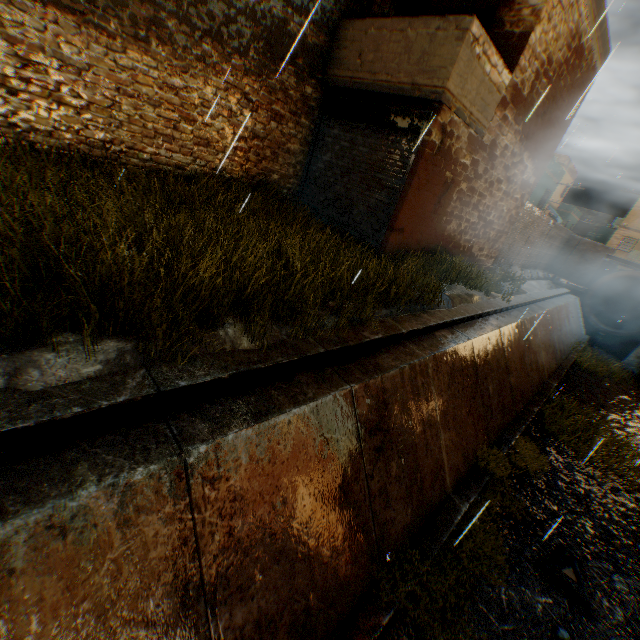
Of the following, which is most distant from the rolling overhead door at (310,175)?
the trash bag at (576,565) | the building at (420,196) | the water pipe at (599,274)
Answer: the trash bag at (576,565)

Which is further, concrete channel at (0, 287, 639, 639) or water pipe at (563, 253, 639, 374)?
water pipe at (563, 253, 639, 374)

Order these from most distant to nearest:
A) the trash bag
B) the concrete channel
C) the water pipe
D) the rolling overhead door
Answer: the water pipe → the rolling overhead door → the trash bag → the concrete channel

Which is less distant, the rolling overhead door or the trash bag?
the trash bag

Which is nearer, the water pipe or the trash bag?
the trash bag

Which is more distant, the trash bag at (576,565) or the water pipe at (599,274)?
the water pipe at (599,274)

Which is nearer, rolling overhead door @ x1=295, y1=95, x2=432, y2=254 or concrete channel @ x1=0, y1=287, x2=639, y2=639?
concrete channel @ x1=0, y1=287, x2=639, y2=639

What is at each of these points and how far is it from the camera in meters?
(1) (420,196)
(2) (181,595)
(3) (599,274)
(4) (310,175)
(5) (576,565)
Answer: (1) building, 7.5 m
(2) concrete channel, 2.4 m
(3) water pipe, 22.1 m
(4) rolling overhead door, 9.2 m
(5) trash bag, 5.4 m
